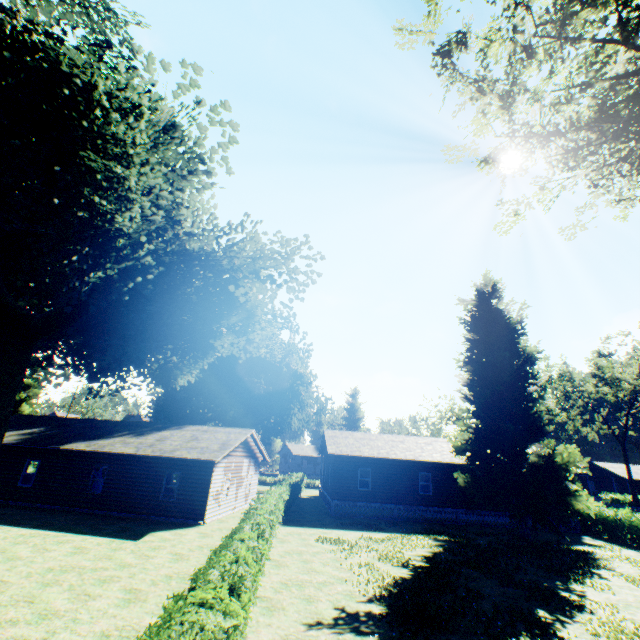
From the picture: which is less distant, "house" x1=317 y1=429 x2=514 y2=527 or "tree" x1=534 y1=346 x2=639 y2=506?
"house" x1=317 y1=429 x2=514 y2=527

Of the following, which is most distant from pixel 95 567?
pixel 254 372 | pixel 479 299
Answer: pixel 479 299

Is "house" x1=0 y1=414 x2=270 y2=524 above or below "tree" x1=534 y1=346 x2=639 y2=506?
below

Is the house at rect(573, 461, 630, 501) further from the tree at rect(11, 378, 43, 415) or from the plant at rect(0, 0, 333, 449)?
the tree at rect(11, 378, 43, 415)

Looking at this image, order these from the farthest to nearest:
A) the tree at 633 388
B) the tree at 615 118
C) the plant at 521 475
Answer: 1. the tree at 633 388
2. the plant at 521 475
3. the tree at 615 118

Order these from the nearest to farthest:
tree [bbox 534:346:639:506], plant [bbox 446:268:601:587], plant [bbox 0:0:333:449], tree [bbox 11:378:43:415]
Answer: plant [bbox 0:0:333:449] → plant [bbox 446:268:601:587] → tree [bbox 11:378:43:415] → tree [bbox 534:346:639:506]

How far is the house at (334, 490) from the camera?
25.4m

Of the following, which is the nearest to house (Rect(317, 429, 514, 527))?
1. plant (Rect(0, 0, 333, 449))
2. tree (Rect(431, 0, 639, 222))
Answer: plant (Rect(0, 0, 333, 449))
